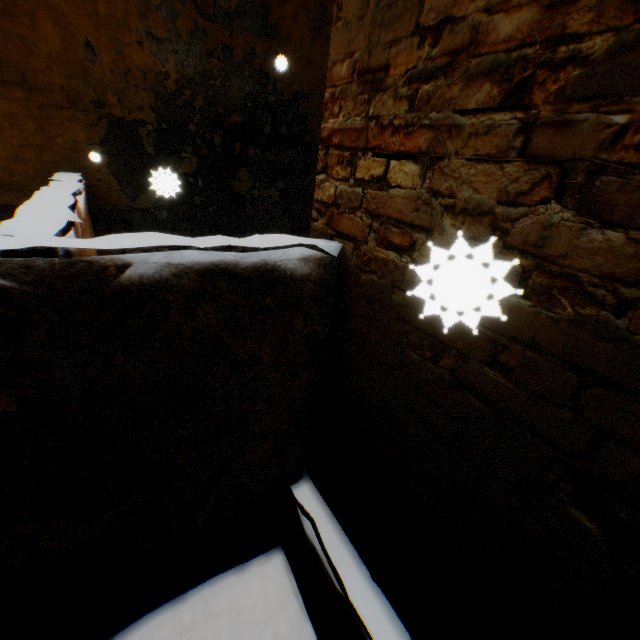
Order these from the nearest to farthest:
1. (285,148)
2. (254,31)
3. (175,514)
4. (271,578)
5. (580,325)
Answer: (580,325) → (175,514) → (271,578) → (254,31) → (285,148)
